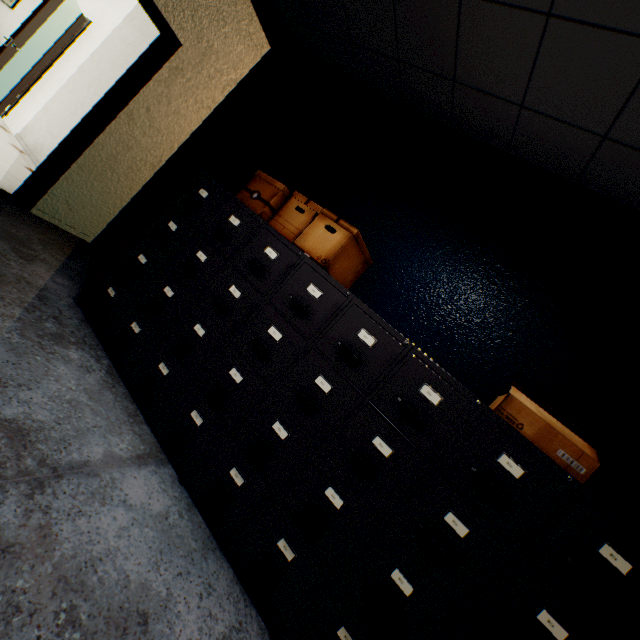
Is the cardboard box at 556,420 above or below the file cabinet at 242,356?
above

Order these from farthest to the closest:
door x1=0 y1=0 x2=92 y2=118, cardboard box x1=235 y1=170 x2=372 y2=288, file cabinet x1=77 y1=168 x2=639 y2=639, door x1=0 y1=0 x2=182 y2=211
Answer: door x1=0 y1=0 x2=92 y2=118 → door x1=0 y1=0 x2=182 y2=211 → cardboard box x1=235 y1=170 x2=372 y2=288 → file cabinet x1=77 y1=168 x2=639 y2=639

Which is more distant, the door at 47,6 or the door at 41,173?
the door at 47,6

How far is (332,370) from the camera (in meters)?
1.60

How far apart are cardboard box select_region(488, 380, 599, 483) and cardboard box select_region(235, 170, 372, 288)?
1.08m

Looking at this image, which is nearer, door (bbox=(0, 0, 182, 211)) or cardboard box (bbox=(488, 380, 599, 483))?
cardboard box (bbox=(488, 380, 599, 483))

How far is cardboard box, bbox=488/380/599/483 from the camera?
1.3m

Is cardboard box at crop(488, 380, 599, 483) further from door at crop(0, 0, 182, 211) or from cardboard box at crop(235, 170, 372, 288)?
door at crop(0, 0, 182, 211)
